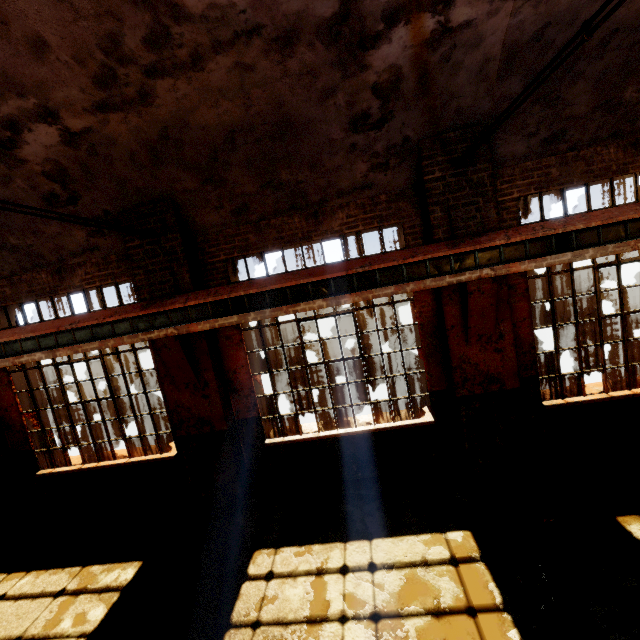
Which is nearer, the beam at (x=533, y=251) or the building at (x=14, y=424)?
the beam at (x=533, y=251)

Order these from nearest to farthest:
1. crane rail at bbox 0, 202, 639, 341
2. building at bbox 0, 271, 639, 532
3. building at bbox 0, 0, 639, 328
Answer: building at bbox 0, 0, 639, 328
crane rail at bbox 0, 202, 639, 341
building at bbox 0, 271, 639, 532

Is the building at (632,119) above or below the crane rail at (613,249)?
above

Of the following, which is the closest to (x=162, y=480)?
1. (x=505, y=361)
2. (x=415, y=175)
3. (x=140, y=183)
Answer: (x=140, y=183)

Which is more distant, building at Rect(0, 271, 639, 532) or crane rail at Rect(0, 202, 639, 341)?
building at Rect(0, 271, 639, 532)

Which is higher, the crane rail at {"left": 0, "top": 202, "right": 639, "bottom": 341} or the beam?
the crane rail at {"left": 0, "top": 202, "right": 639, "bottom": 341}

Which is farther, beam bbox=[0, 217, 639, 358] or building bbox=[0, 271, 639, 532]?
building bbox=[0, 271, 639, 532]

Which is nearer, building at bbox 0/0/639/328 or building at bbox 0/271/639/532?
building at bbox 0/0/639/328
